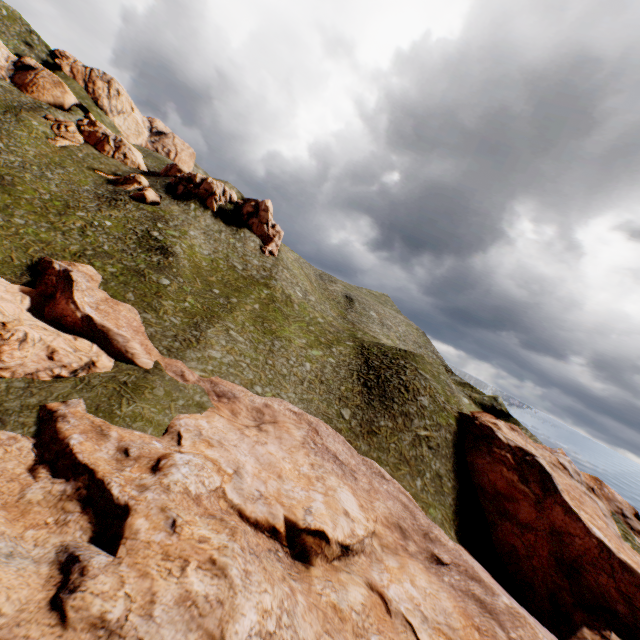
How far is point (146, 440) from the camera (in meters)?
20.00

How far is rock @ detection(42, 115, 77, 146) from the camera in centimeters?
5622cm

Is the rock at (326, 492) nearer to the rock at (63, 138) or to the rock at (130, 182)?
the rock at (130, 182)

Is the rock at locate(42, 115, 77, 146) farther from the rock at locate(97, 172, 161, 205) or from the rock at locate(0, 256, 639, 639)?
the rock at locate(0, 256, 639, 639)

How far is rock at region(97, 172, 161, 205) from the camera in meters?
52.5 m

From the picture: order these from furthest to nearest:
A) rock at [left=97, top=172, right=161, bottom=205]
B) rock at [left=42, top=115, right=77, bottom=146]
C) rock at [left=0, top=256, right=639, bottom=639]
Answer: rock at [left=42, top=115, right=77, bottom=146] → rock at [left=97, top=172, right=161, bottom=205] → rock at [left=0, top=256, right=639, bottom=639]

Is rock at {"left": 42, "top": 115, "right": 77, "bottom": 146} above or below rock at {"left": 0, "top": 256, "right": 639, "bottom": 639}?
above
